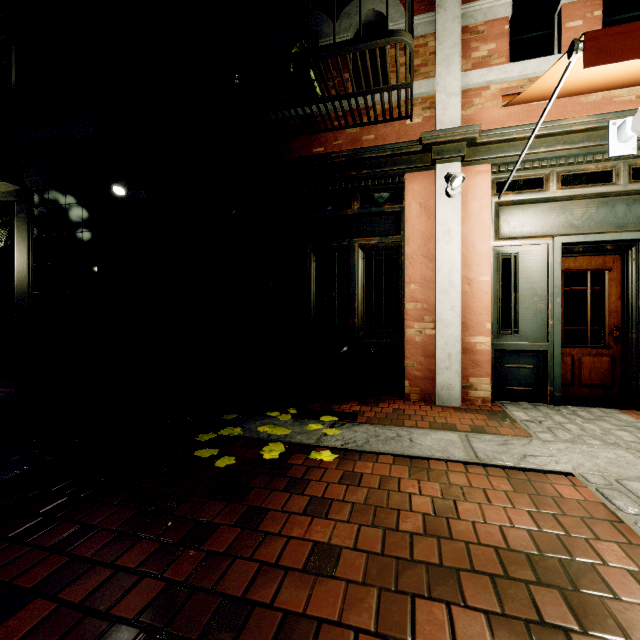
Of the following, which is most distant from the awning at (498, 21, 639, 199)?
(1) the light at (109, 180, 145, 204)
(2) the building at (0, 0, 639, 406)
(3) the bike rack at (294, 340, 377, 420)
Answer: (1) the light at (109, 180, 145, 204)

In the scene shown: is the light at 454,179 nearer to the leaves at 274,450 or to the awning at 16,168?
the leaves at 274,450

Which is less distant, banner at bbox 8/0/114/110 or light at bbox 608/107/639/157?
light at bbox 608/107/639/157

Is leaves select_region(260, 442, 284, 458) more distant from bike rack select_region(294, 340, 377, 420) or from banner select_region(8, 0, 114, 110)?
banner select_region(8, 0, 114, 110)

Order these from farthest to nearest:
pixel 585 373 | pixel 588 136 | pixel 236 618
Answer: pixel 585 373 < pixel 588 136 < pixel 236 618

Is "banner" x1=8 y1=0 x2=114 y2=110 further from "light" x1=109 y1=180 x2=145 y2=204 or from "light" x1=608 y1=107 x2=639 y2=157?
"light" x1=608 y1=107 x2=639 y2=157

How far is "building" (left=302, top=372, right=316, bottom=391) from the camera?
4.86m

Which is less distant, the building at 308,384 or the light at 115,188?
the light at 115,188
